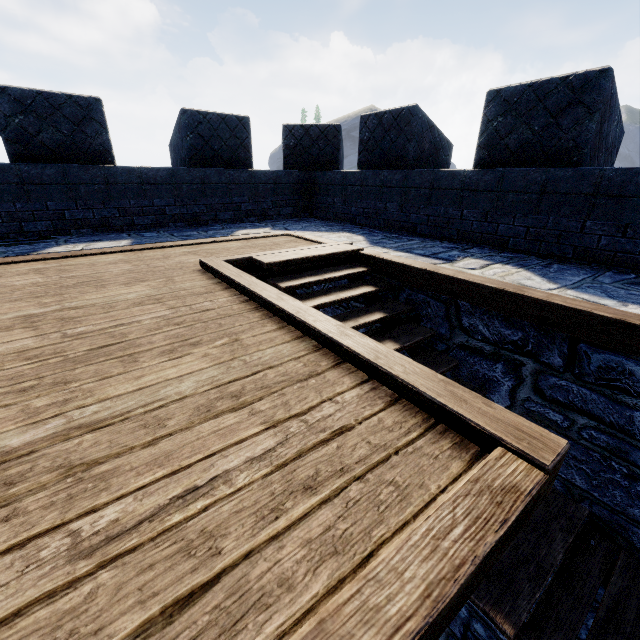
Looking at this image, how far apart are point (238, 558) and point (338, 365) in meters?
1.0 m
